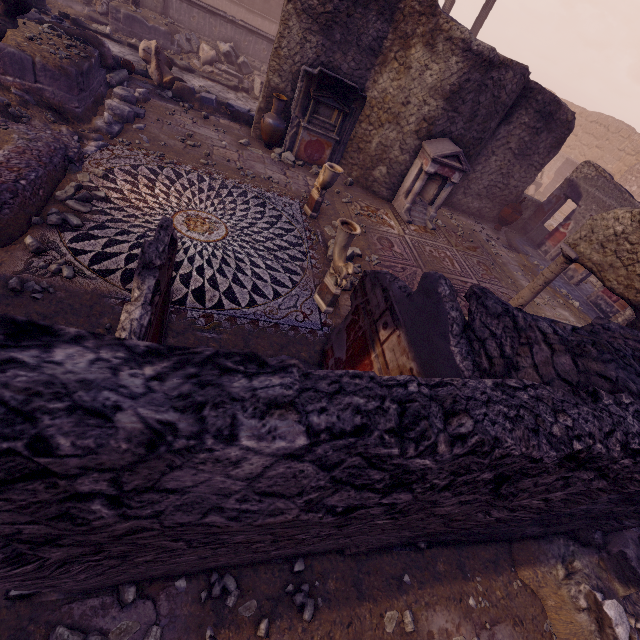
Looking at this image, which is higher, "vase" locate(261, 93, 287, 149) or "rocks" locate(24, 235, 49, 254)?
"vase" locate(261, 93, 287, 149)

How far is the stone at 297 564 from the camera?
2.84m

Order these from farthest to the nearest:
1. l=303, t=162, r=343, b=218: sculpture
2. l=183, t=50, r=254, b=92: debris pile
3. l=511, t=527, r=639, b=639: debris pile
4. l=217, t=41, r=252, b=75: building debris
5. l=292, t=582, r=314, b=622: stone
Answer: l=217, t=41, r=252, b=75: building debris → l=183, t=50, r=254, b=92: debris pile → l=303, t=162, r=343, b=218: sculpture → l=511, t=527, r=639, b=639: debris pile → l=292, t=582, r=314, b=622: stone

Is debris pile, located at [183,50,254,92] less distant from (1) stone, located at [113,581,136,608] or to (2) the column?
(2) the column

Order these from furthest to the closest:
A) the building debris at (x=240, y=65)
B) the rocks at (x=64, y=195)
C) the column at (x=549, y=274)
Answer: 1. the building debris at (x=240, y=65)
2. the column at (x=549, y=274)
3. the rocks at (x=64, y=195)

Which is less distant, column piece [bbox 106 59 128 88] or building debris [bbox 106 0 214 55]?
column piece [bbox 106 59 128 88]

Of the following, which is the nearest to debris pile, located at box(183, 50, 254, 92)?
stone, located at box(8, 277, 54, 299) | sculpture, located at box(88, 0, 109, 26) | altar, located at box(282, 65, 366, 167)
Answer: sculpture, located at box(88, 0, 109, 26)

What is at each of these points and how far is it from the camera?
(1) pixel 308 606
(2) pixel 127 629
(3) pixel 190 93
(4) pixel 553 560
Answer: (1) stone, 2.7m
(2) stone, 2.3m
(3) debris pile, 9.4m
(4) debris pile, 3.6m
